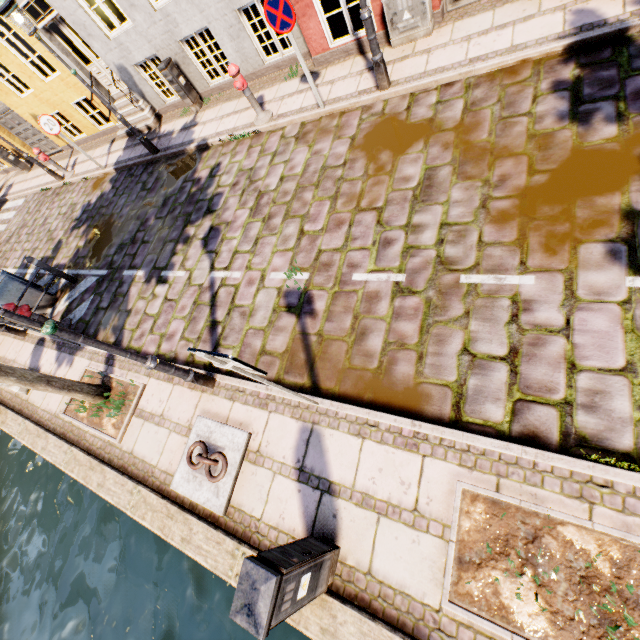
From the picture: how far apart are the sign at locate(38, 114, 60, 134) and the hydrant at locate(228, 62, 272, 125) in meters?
6.7 m

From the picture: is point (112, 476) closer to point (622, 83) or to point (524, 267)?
point (524, 267)

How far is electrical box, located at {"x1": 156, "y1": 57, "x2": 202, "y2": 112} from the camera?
8.45m

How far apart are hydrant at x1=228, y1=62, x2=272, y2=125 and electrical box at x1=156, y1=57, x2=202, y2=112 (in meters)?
2.95

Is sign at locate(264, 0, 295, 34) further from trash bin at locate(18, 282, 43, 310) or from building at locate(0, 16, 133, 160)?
trash bin at locate(18, 282, 43, 310)

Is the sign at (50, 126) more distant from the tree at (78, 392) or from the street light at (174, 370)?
the street light at (174, 370)

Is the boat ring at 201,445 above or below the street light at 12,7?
below

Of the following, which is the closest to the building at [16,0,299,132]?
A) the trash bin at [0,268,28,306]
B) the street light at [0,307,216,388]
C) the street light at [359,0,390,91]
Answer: the street light at [359,0,390,91]
